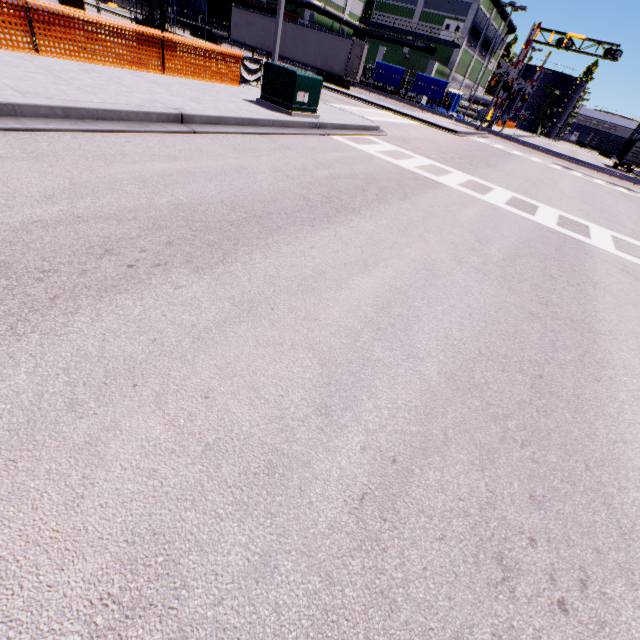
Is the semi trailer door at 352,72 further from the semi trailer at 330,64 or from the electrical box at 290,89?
the electrical box at 290,89

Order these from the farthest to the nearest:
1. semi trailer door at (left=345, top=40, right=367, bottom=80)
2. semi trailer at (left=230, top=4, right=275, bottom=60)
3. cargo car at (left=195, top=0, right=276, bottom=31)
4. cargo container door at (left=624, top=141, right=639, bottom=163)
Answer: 1. cargo car at (left=195, top=0, right=276, bottom=31)
2. cargo container door at (left=624, top=141, right=639, bottom=163)
3. semi trailer at (left=230, top=4, right=275, bottom=60)
4. semi trailer door at (left=345, top=40, right=367, bottom=80)

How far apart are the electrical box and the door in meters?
53.7 m

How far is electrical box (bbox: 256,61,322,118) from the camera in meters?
9.4 m

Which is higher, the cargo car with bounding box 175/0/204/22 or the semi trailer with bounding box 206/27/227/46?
the cargo car with bounding box 175/0/204/22

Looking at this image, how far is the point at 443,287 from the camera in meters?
4.1 m

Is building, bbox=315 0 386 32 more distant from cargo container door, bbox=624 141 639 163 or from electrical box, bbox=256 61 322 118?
electrical box, bbox=256 61 322 118

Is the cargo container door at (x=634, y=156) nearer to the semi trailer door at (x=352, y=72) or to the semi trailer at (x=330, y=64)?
the semi trailer at (x=330, y=64)
